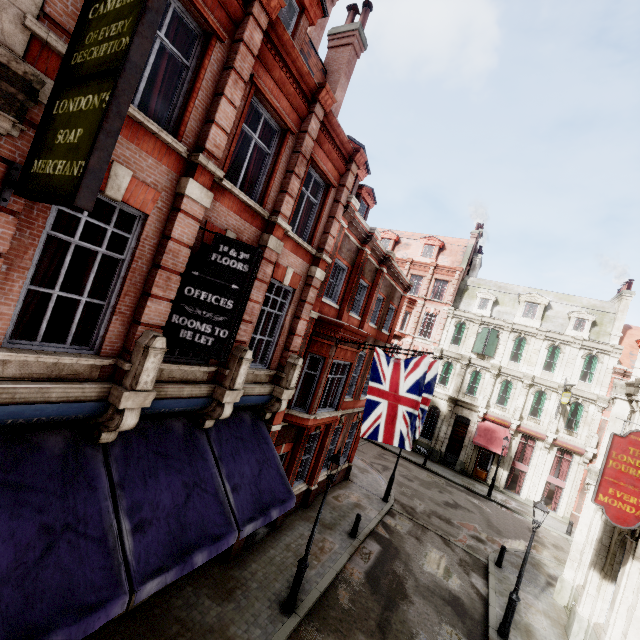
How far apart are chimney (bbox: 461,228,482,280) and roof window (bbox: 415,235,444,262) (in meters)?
3.29

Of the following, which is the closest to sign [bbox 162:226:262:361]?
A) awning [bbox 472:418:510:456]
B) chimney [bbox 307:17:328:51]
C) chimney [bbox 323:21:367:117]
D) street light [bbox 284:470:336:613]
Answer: street light [bbox 284:470:336:613]

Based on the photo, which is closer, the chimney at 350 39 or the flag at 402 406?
the flag at 402 406

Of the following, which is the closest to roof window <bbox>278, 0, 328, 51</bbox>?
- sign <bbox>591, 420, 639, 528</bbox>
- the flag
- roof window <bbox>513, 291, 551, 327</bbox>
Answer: the flag

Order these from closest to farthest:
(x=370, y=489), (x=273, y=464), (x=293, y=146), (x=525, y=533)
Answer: (x=293, y=146) < (x=273, y=464) < (x=370, y=489) < (x=525, y=533)

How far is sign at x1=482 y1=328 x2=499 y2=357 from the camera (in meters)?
28.39

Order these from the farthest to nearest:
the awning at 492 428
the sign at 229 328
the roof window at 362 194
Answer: the awning at 492 428 → the roof window at 362 194 → the sign at 229 328

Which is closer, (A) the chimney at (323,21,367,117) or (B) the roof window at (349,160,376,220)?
(A) the chimney at (323,21,367,117)
